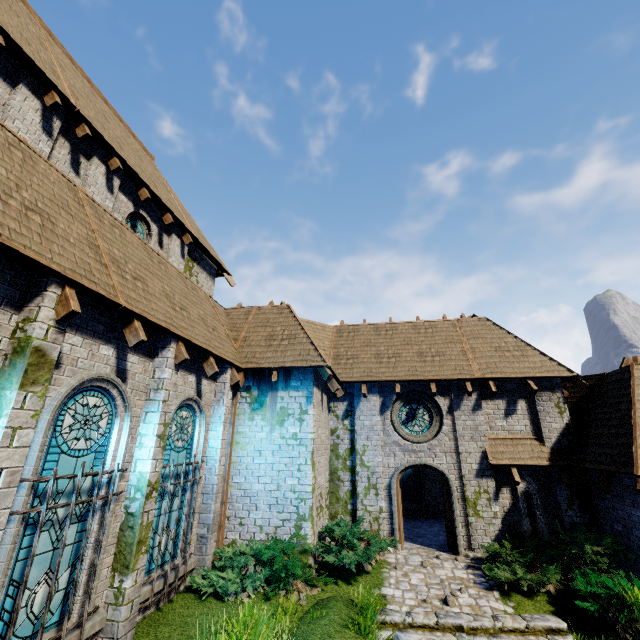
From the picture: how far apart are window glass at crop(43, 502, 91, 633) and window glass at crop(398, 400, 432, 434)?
9.9 meters

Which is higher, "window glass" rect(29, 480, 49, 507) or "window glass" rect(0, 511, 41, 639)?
"window glass" rect(29, 480, 49, 507)

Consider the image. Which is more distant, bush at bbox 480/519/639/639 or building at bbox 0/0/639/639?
bush at bbox 480/519/639/639

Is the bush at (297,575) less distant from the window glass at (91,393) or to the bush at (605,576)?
the bush at (605,576)

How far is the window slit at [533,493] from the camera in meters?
10.7

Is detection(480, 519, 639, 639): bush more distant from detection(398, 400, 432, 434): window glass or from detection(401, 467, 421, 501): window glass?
detection(401, 467, 421, 501): window glass

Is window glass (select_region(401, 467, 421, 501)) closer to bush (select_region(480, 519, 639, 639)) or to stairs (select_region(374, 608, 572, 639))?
bush (select_region(480, 519, 639, 639))

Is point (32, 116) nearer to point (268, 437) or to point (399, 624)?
point (268, 437)
